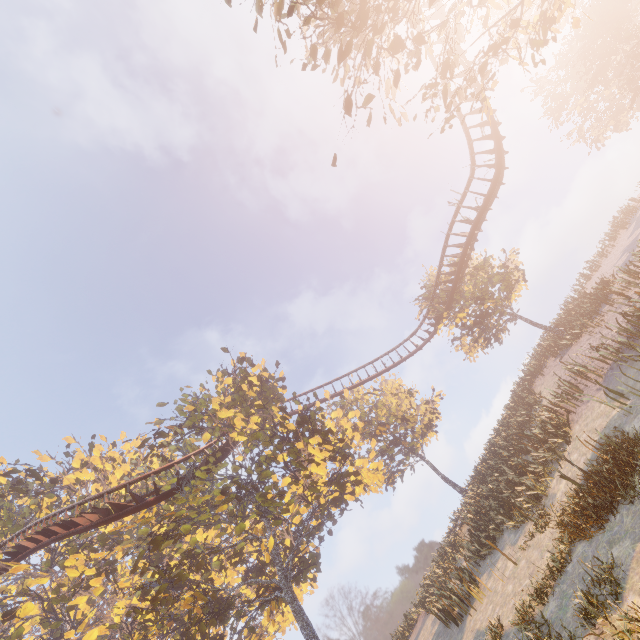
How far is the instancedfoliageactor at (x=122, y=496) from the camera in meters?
17.1

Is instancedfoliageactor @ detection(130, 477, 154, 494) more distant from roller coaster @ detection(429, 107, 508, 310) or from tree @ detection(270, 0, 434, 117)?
tree @ detection(270, 0, 434, 117)

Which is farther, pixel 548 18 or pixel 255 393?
pixel 255 393

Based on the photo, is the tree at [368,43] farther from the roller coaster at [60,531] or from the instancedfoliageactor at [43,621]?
the instancedfoliageactor at [43,621]
